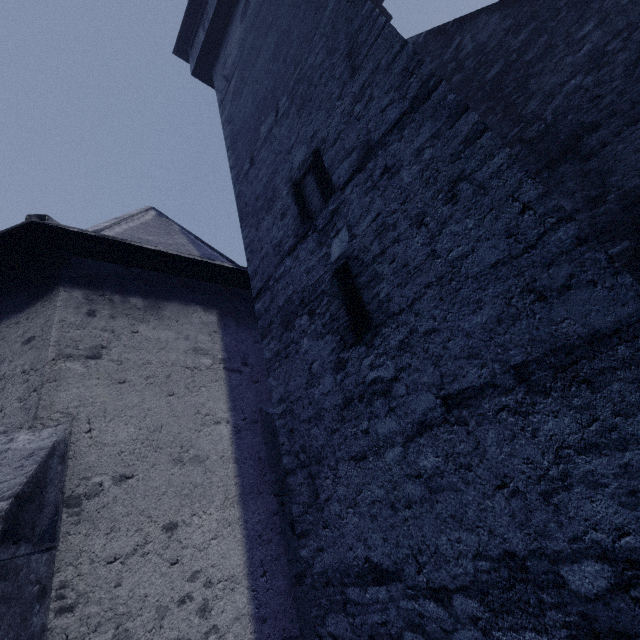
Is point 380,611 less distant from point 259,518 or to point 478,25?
point 259,518
